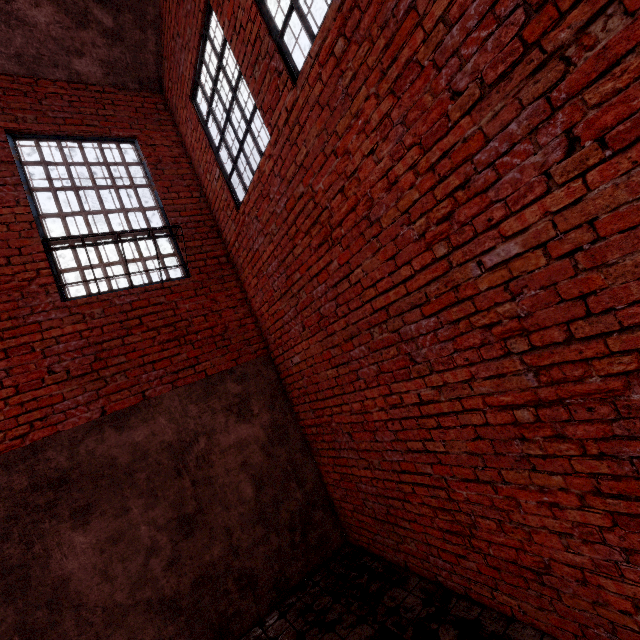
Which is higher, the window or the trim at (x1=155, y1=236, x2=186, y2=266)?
the window

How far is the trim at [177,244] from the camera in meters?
4.8 m

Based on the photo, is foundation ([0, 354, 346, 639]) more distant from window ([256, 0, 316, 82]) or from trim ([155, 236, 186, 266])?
window ([256, 0, 316, 82])

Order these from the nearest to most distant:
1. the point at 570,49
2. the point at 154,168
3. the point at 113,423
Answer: the point at 570,49 → the point at 113,423 → the point at 154,168

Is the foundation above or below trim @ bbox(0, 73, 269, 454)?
below

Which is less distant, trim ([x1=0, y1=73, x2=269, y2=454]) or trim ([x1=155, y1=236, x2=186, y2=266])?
trim ([x1=0, y1=73, x2=269, y2=454])

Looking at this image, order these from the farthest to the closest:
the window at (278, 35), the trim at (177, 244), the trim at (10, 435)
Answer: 1. the trim at (177, 244)
2. the trim at (10, 435)
3. the window at (278, 35)

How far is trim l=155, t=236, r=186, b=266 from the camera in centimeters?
480cm
